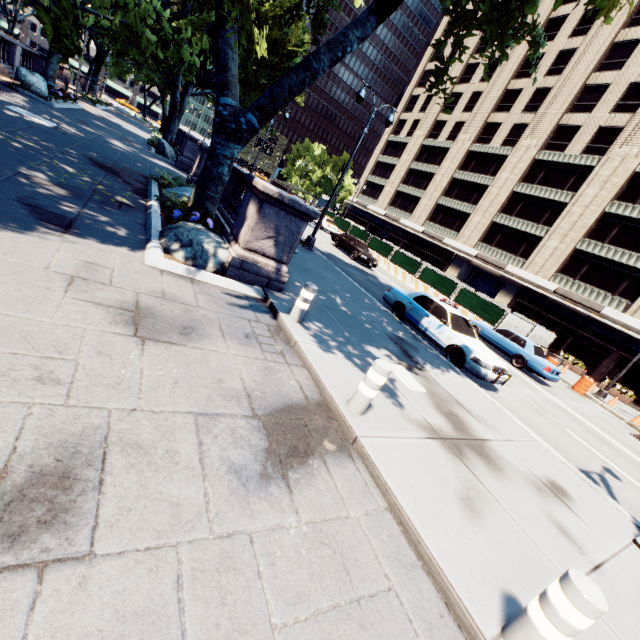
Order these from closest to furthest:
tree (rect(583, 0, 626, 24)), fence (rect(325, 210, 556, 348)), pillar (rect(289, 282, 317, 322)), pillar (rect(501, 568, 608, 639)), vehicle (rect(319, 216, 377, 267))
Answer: pillar (rect(501, 568, 608, 639)) → tree (rect(583, 0, 626, 24)) → pillar (rect(289, 282, 317, 322)) → fence (rect(325, 210, 556, 348)) → vehicle (rect(319, 216, 377, 267))

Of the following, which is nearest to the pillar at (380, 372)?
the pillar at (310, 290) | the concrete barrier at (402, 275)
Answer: the pillar at (310, 290)

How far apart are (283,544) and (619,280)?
37.8 meters

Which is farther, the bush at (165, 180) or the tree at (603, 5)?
the bush at (165, 180)

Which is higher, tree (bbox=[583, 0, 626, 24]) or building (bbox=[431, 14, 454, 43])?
building (bbox=[431, 14, 454, 43])

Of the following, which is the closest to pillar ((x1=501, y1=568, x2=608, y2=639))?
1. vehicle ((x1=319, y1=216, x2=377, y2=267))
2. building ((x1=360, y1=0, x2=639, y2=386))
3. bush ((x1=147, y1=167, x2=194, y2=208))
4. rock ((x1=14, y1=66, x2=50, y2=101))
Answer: bush ((x1=147, y1=167, x2=194, y2=208))

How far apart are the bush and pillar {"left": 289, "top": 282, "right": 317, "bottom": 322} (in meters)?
8.39

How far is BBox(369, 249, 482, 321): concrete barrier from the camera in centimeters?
2247cm
